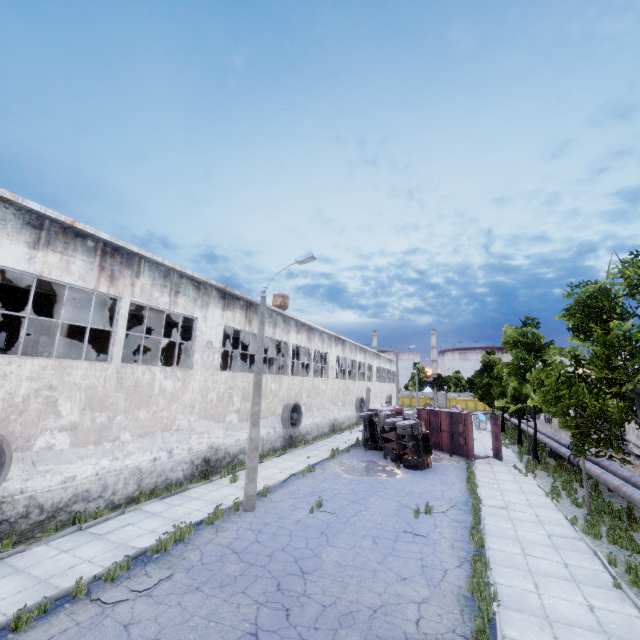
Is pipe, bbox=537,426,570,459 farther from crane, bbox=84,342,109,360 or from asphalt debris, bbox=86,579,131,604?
crane, bbox=84,342,109,360

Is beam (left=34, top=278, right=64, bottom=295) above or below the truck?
above

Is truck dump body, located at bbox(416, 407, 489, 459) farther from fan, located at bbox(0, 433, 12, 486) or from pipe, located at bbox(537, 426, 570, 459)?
fan, located at bbox(0, 433, 12, 486)

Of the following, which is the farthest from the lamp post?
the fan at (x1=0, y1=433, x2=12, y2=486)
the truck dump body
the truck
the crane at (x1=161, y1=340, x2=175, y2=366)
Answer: the truck dump body

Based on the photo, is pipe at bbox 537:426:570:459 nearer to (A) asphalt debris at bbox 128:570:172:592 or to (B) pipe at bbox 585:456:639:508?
(B) pipe at bbox 585:456:639:508

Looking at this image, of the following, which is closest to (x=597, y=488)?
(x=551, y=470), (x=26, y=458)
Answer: (x=551, y=470)

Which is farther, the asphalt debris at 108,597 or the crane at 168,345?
the crane at 168,345

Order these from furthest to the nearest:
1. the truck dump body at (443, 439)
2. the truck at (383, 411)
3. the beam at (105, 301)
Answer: the truck dump body at (443, 439), the truck at (383, 411), the beam at (105, 301)
